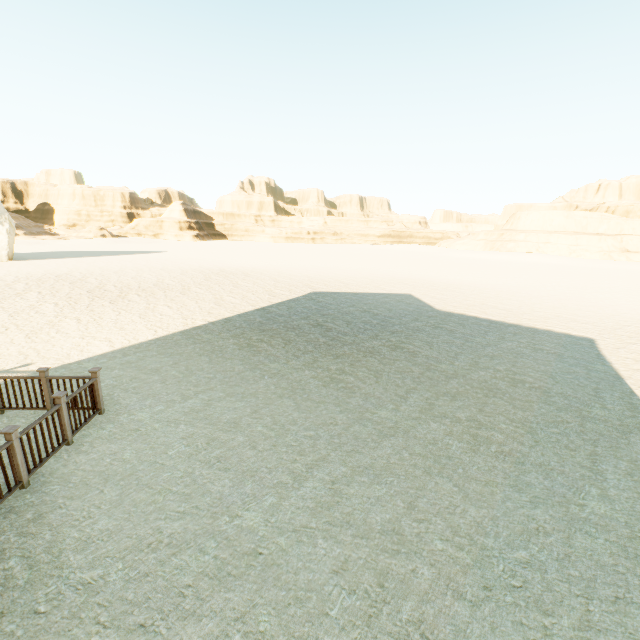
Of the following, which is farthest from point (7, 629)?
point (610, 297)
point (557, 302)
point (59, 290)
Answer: point (610, 297)

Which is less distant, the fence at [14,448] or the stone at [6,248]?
the fence at [14,448]

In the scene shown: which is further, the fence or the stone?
the stone
